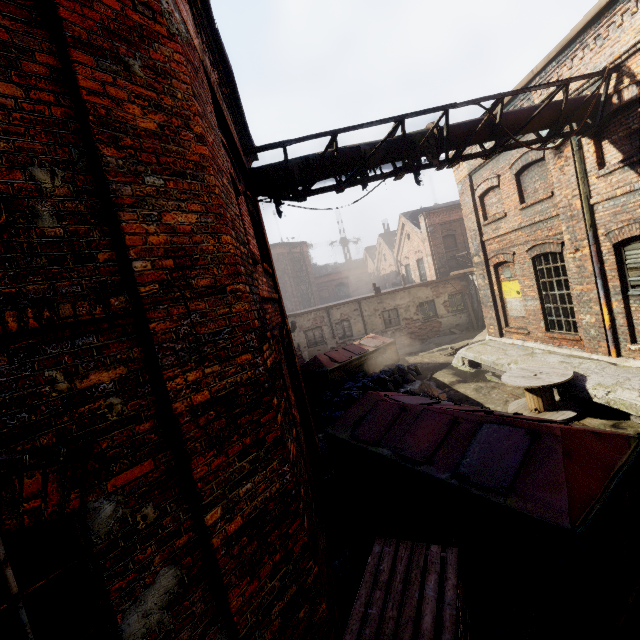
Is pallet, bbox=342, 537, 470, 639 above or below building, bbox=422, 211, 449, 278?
below

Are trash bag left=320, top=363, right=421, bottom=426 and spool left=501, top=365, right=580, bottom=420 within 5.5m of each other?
yes

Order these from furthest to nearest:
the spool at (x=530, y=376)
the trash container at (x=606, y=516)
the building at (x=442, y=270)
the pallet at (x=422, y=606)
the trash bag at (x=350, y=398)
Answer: the building at (x=442, y=270) → the trash bag at (x=350, y=398) → the spool at (x=530, y=376) → the trash container at (x=606, y=516) → the pallet at (x=422, y=606)

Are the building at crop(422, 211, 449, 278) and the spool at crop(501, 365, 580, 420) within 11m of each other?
no

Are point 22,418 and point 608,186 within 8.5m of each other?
no

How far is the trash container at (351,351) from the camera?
12.66m

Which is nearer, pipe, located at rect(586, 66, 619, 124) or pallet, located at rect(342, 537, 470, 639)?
pallet, located at rect(342, 537, 470, 639)

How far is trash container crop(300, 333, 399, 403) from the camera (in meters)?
12.66
